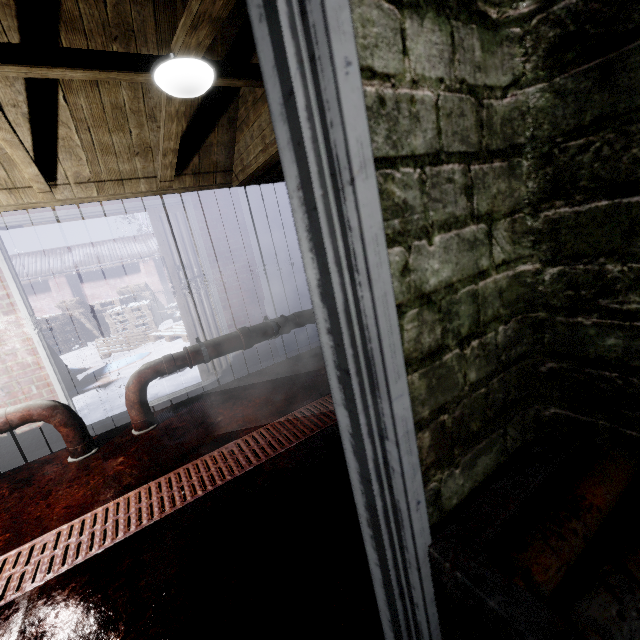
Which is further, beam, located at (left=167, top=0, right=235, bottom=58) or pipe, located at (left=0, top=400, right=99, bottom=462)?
pipe, located at (left=0, top=400, right=99, bottom=462)

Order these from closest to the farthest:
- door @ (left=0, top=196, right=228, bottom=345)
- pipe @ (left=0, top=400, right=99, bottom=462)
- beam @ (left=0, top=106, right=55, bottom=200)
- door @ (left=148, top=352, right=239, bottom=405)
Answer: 1. beam @ (left=0, top=106, right=55, bottom=200)
2. pipe @ (left=0, top=400, right=99, bottom=462)
3. door @ (left=0, top=196, right=228, bottom=345)
4. door @ (left=148, top=352, right=239, bottom=405)

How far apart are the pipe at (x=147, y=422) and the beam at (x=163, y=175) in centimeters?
149cm

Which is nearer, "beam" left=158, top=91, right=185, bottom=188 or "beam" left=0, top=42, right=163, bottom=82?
"beam" left=0, top=42, right=163, bottom=82

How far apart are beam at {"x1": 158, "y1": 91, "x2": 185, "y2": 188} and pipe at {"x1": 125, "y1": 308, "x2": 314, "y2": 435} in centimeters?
149cm

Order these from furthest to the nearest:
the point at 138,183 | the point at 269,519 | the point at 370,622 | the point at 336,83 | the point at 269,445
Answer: the point at 138,183, the point at 269,445, the point at 269,519, the point at 370,622, the point at 336,83

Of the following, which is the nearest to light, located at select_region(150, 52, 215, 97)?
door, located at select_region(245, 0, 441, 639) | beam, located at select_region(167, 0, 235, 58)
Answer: beam, located at select_region(167, 0, 235, 58)

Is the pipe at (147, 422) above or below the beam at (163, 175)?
below
